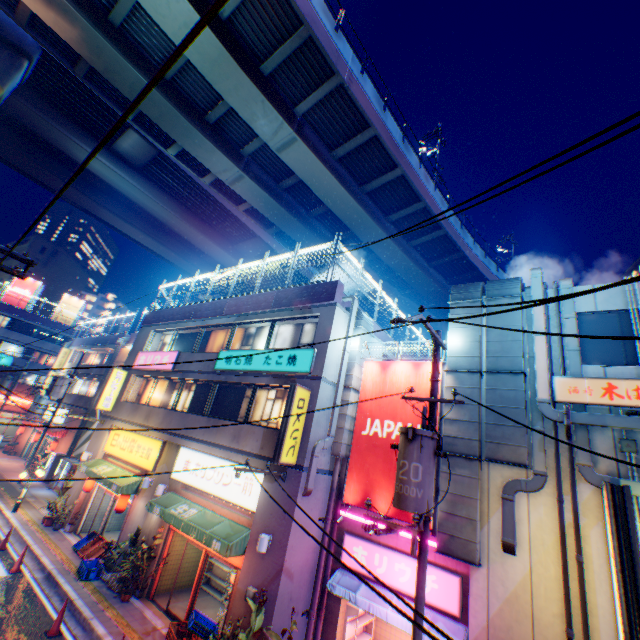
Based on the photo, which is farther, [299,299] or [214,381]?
[214,381]

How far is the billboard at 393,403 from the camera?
10.26m

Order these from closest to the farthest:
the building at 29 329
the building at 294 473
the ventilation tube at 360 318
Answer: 1. the building at 294 473
2. the ventilation tube at 360 318
3. the building at 29 329

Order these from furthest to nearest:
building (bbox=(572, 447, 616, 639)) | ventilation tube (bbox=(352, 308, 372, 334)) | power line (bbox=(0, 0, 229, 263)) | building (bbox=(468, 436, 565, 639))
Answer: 1. ventilation tube (bbox=(352, 308, 372, 334))
2. building (bbox=(468, 436, 565, 639))
3. building (bbox=(572, 447, 616, 639))
4. power line (bbox=(0, 0, 229, 263))

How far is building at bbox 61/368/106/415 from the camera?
28.42m

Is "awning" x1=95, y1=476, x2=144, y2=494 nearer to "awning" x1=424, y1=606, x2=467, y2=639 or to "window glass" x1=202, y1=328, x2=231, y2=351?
"window glass" x1=202, y1=328, x2=231, y2=351

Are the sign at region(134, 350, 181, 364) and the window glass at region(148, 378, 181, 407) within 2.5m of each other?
yes

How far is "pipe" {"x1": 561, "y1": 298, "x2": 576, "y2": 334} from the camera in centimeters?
916cm
